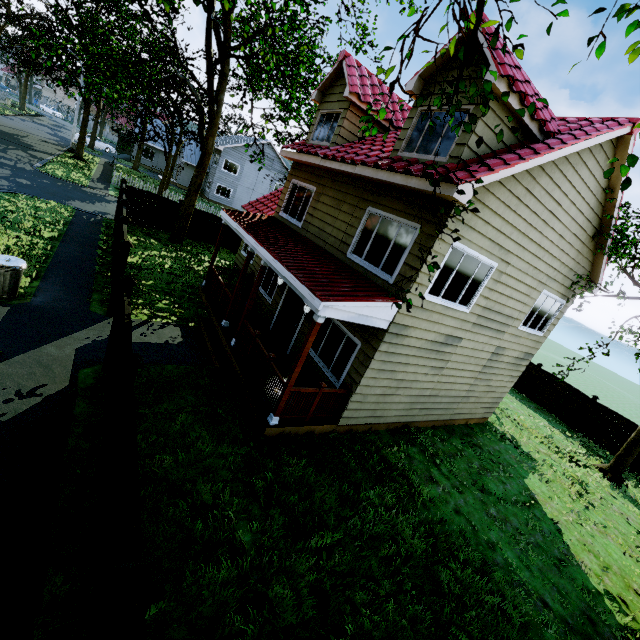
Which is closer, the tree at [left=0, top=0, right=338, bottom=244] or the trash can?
the trash can

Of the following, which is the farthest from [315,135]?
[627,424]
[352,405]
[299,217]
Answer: [627,424]

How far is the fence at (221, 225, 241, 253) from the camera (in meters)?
20.69

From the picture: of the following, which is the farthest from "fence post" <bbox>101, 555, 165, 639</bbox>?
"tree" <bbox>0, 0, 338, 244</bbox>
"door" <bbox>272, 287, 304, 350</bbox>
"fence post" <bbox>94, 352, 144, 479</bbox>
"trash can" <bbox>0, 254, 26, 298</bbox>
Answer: "trash can" <bbox>0, 254, 26, 298</bbox>

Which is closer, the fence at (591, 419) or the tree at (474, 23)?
the tree at (474, 23)

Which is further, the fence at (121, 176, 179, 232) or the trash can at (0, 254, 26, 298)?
the fence at (121, 176, 179, 232)

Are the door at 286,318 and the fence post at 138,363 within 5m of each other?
no

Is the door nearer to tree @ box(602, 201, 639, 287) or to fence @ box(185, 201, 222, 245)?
tree @ box(602, 201, 639, 287)
